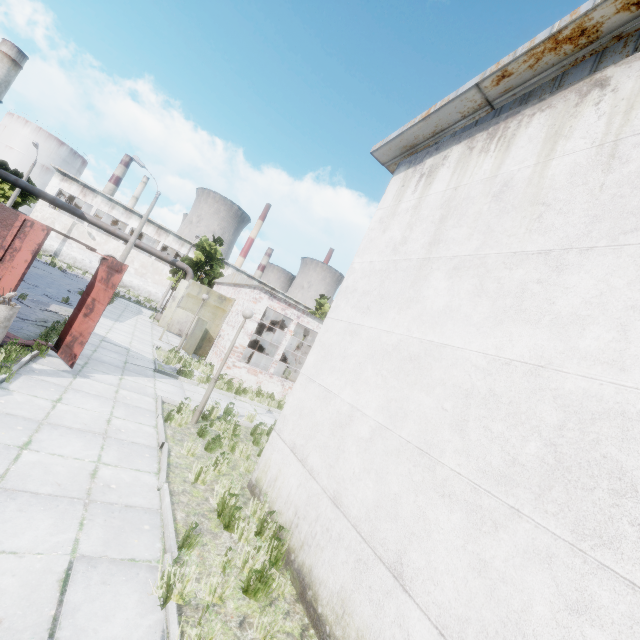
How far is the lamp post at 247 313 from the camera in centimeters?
875cm

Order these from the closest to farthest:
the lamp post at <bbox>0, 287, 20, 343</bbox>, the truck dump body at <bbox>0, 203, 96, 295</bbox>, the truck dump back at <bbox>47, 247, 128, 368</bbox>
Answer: the lamp post at <bbox>0, 287, 20, 343</bbox>
the truck dump body at <bbox>0, 203, 96, 295</bbox>
the truck dump back at <bbox>47, 247, 128, 368</bbox>

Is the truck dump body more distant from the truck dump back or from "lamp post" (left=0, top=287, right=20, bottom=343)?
"lamp post" (left=0, top=287, right=20, bottom=343)

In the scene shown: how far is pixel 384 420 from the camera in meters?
4.5

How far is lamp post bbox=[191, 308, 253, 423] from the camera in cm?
875

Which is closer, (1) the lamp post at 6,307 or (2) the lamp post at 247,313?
(1) the lamp post at 6,307

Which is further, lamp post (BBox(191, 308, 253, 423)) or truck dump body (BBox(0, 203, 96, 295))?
lamp post (BBox(191, 308, 253, 423))

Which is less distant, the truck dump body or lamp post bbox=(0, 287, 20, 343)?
lamp post bbox=(0, 287, 20, 343)
